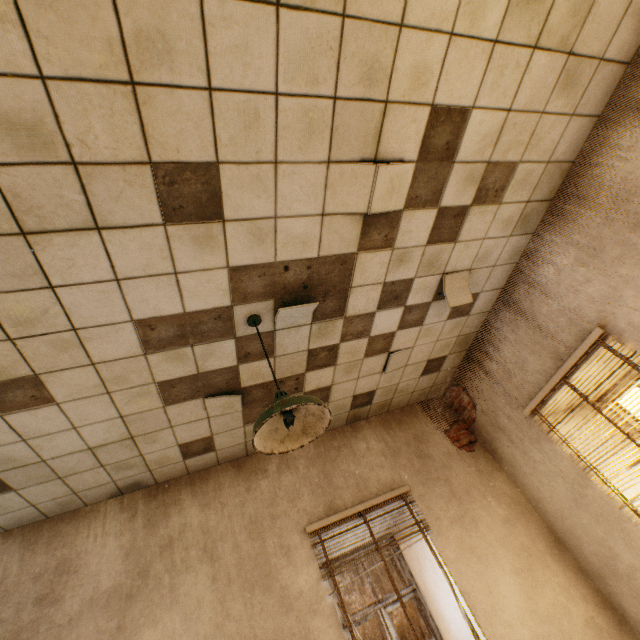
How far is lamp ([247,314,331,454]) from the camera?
1.7m

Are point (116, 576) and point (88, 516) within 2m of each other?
yes

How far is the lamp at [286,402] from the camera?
1.75m
